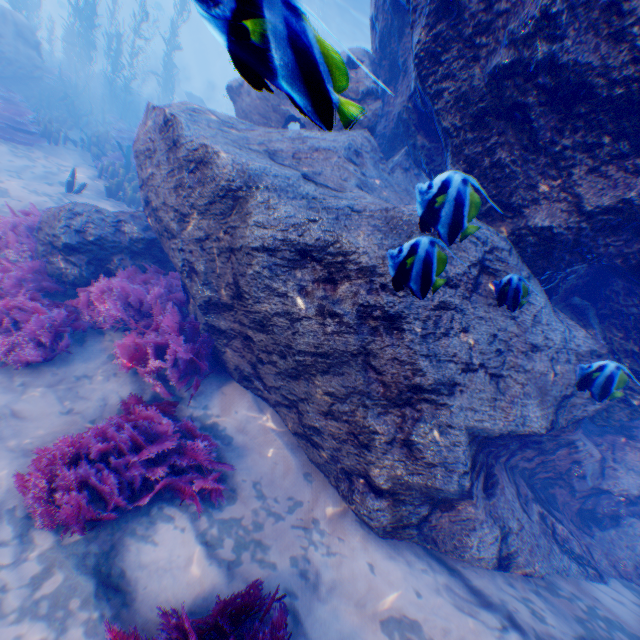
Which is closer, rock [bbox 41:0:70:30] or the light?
the light

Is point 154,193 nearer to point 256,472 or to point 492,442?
point 256,472

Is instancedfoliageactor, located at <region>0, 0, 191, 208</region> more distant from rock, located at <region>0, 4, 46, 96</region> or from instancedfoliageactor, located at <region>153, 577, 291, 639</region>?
instancedfoliageactor, located at <region>153, 577, 291, 639</region>

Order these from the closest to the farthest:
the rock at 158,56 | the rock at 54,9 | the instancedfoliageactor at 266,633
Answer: the instancedfoliageactor at 266,633 → the rock at 54,9 → the rock at 158,56

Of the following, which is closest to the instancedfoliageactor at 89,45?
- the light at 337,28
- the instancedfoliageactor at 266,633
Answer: the light at 337,28

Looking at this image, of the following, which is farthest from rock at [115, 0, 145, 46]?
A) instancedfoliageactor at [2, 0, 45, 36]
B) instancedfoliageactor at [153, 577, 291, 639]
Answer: instancedfoliageactor at [153, 577, 291, 639]

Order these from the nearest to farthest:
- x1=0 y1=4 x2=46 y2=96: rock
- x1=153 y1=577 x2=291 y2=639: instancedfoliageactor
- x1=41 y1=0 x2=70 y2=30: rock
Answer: x1=153 y1=577 x2=291 y2=639: instancedfoliageactor
x1=0 y1=4 x2=46 y2=96: rock
x1=41 y1=0 x2=70 y2=30: rock

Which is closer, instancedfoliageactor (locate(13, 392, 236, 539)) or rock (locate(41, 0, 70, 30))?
instancedfoliageactor (locate(13, 392, 236, 539))
